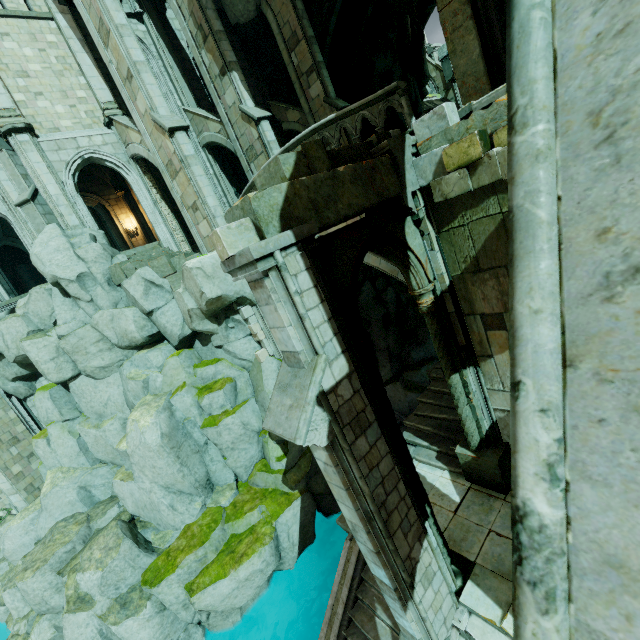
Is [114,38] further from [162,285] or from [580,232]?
[580,232]

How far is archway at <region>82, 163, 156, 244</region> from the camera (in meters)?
20.23

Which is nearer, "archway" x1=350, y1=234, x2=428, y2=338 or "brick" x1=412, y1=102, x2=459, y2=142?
"archway" x1=350, y1=234, x2=428, y2=338

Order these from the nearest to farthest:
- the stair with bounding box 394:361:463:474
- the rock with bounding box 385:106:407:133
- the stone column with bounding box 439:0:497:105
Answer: the stone column with bounding box 439:0:497:105 < the stair with bounding box 394:361:463:474 < the rock with bounding box 385:106:407:133

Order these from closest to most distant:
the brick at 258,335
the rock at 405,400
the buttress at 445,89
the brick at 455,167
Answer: the brick at 455,167 < the brick at 258,335 < the rock at 405,400 < the buttress at 445,89

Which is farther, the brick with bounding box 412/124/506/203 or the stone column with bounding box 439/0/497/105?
the stone column with bounding box 439/0/497/105

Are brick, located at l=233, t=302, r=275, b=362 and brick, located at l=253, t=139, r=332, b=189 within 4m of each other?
no

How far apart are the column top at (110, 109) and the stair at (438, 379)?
19.0m
